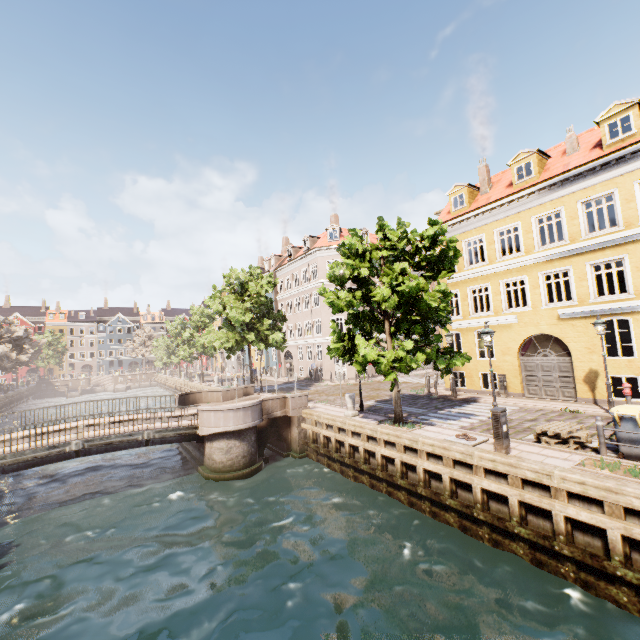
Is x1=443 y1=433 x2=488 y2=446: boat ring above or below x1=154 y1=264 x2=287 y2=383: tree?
below

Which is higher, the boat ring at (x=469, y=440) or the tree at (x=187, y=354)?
the tree at (x=187, y=354)

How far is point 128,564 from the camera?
9.2m

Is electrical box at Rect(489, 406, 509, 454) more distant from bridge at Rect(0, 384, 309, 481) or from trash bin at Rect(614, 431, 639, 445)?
bridge at Rect(0, 384, 309, 481)

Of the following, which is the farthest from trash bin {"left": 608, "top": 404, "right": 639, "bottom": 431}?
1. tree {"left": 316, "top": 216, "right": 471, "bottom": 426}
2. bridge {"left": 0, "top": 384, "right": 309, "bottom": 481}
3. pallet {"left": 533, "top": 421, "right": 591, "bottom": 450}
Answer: bridge {"left": 0, "top": 384, "right": 309, "bottom": 481}

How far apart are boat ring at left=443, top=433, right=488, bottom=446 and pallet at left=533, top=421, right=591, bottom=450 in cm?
140

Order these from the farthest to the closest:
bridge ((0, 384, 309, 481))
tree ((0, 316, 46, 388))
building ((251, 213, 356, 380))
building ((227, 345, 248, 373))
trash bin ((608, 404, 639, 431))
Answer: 1. building ((227, 345, 248, 373))
2. tree ((0, 316, 46, 388))
3. building ((251, 213, 356, 380))
4. bridge ((0, 384, 309, 481))
5. trash bin ((608, 404, 639, 431))

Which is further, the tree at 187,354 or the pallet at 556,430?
the tree at 187,354
